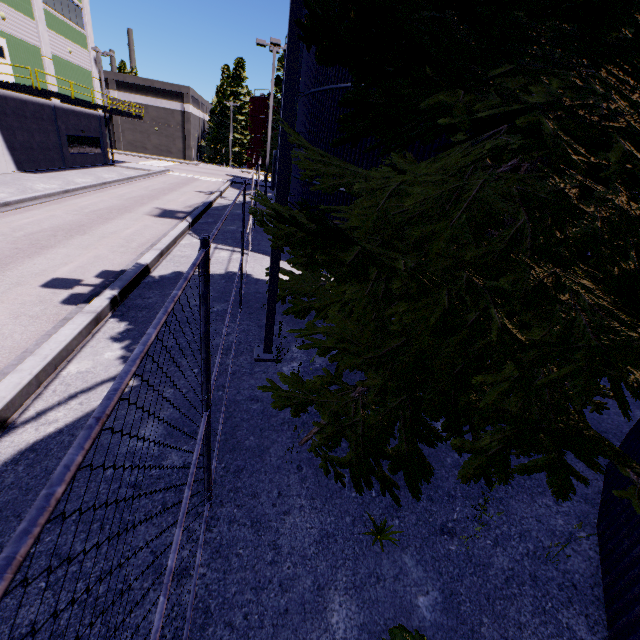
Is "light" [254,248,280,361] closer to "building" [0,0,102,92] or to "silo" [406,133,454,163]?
"silo" [406,133,454,163]

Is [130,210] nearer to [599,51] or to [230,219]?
[230,219]

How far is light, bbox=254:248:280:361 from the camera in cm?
575

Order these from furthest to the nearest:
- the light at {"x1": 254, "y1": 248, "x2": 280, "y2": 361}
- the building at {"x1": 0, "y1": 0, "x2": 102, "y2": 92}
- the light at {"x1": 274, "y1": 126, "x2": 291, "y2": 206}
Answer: the building at {"x1": 0, "y1": 0, "x2": 102, "y2": 92} → the light at {"x1": 254, "y1": 248, "x2": 280, "y2": 361} → the light at {"x1": 274, "y1": 126, "x2": 291, "y2": 206}

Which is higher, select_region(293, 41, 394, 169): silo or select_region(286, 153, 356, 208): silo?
select_region(293, 41, 394, 169): silo

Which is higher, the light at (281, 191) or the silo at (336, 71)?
the silo at (336, 71)

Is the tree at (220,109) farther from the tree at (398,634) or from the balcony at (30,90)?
the tree at (398,634)

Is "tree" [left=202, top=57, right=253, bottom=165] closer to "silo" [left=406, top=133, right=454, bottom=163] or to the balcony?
"silo" [left=406, top=133, right=454, bottom=163]
